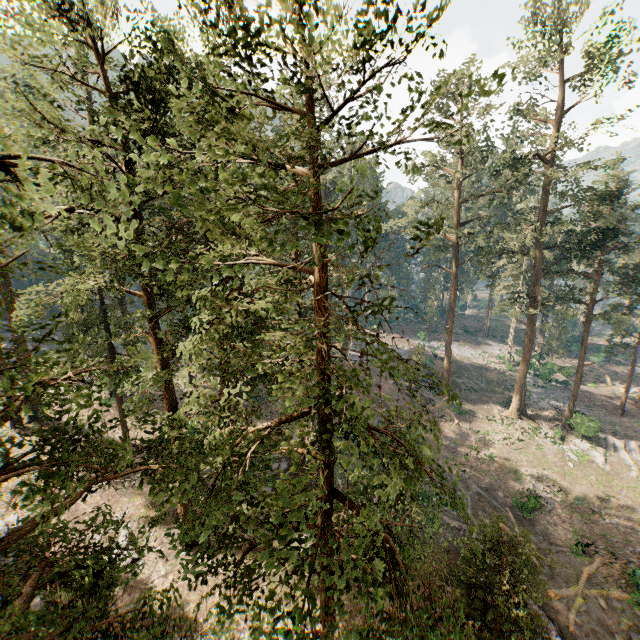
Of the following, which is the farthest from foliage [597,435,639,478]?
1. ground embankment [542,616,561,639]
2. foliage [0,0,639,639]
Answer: ground embankment [542,616,561,639]

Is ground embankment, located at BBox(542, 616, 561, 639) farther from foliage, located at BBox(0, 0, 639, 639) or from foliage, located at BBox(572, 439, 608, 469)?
foliage, located at BBox(572, 439, 608, 469)

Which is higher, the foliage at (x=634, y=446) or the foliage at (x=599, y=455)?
the foliage at (x=634, y=446)

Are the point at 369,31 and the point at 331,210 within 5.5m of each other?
yes

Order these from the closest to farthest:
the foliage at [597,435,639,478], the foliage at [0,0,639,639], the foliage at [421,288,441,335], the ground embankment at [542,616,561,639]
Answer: the foliage at [0,0,639,639], the ground embankment at [542,616,561,639], the foliage at [597,435,639,478], the foliage at [421,288,441,335]

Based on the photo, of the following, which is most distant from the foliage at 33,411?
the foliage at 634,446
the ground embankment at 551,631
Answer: the ground embankment at 551,631
